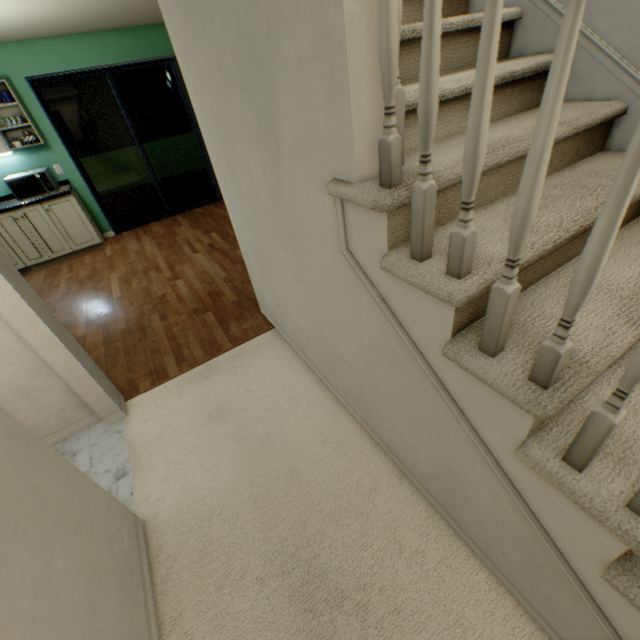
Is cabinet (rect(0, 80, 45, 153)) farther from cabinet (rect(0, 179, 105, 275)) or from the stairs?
the stairs

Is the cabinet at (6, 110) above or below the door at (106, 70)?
below

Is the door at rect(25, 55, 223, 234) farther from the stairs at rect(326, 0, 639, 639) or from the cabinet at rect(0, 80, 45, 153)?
the stairs at rect(326, 0, 639, 639)

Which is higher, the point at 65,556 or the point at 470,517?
the point at 65,556

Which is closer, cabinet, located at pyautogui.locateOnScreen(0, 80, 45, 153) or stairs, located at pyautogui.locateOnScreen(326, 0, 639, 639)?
stairs, located at pyautogui.locateOnScreen(326, 0, 639, 639)

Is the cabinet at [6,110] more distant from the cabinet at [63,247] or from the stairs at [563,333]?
the stairs at [563,333]

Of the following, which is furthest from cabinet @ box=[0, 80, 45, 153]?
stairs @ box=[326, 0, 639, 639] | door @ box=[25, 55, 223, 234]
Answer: stairs @ box=[326, 0, 639, 639]
